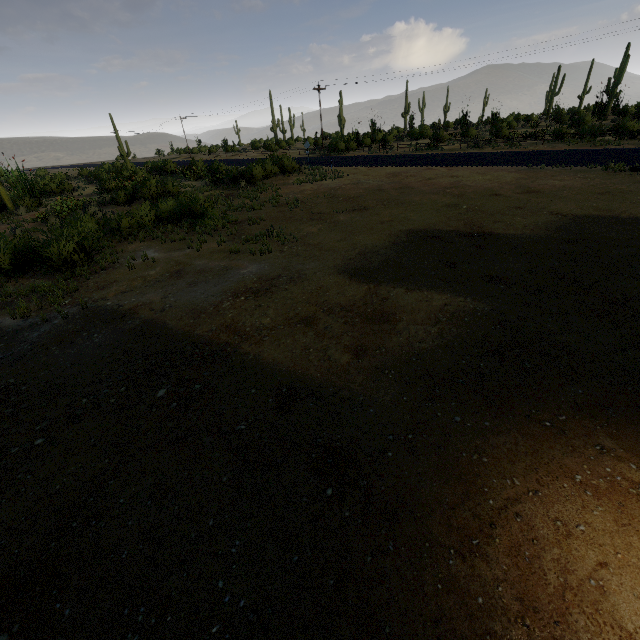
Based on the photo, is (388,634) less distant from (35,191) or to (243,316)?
(243,316)
